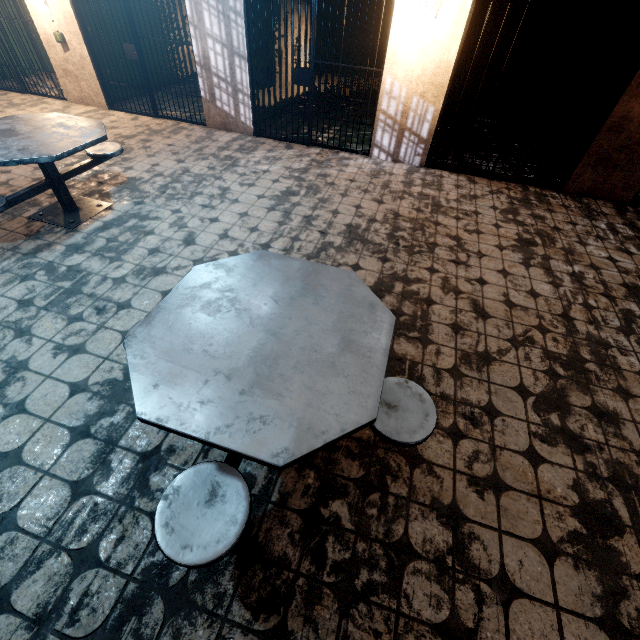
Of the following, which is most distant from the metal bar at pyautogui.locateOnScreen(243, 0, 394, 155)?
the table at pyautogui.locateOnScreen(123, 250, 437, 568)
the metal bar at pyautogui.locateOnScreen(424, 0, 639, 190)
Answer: the table at pyautogui.locateOnScreen(123, 250, 437, 568)

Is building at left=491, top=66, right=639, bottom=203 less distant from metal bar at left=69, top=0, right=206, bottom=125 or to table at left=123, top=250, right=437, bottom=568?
metal bar at left=69, top=0, right=206, bottom=125

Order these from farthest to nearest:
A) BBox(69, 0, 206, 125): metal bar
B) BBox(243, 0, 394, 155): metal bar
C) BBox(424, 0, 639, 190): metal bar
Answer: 1. BBox(69, 0, 206, 125): metal bar
2. BBox(243, 0, 394, 155): metal bar
3. BBox(424, 0, 639, 190): metal bar

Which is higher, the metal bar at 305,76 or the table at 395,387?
the metal bar at 305,76

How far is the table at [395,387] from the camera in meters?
1.2 m

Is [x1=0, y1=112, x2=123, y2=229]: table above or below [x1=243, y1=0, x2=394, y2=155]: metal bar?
below

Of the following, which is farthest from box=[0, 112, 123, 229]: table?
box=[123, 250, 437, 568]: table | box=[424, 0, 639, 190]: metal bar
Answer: box=[424, 0, 639, 190]: metal bar

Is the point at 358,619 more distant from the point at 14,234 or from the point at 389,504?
the point at 14,234
